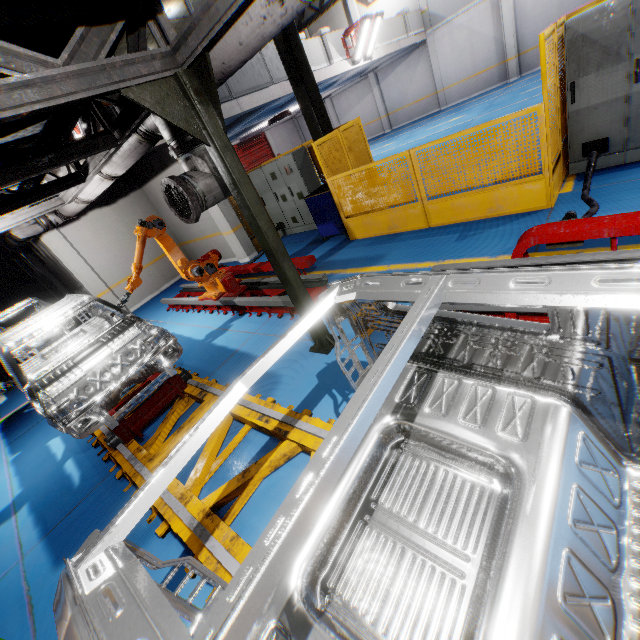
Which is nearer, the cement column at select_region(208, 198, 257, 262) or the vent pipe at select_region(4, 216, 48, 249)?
the vent pipe at select_region(4, 216, 48, 249)

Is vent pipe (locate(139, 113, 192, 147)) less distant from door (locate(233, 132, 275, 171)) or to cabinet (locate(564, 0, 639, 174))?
cabinet (locate(564, 0, 639, 174))

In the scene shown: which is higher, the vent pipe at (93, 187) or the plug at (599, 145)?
the vent pipe at (93, 187)

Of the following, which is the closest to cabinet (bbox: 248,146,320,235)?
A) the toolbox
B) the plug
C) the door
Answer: the toolbox

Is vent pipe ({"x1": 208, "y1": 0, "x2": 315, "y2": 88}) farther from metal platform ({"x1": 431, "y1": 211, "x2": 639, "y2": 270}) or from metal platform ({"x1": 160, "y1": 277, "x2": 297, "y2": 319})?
metal platform ({"x1": 431, "y1": 211, "x2": 639, "y2": 270})

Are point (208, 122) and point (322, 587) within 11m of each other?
yes

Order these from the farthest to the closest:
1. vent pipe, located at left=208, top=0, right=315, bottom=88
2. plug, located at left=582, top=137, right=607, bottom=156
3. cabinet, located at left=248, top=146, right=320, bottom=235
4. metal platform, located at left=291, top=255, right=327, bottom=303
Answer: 1. cabinet, located at left=248, top=146, right=320, bottom=235
2. metal platform, located at left=291, top=255, right=327, bottom=303
3. plug, located at left=582, top=137, right=607, bottom=156
4. vent pipe, located at left=208, top=0, right=315, bottom=88

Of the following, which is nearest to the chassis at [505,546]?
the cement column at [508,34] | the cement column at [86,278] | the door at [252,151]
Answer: the cement column at [86,278]
